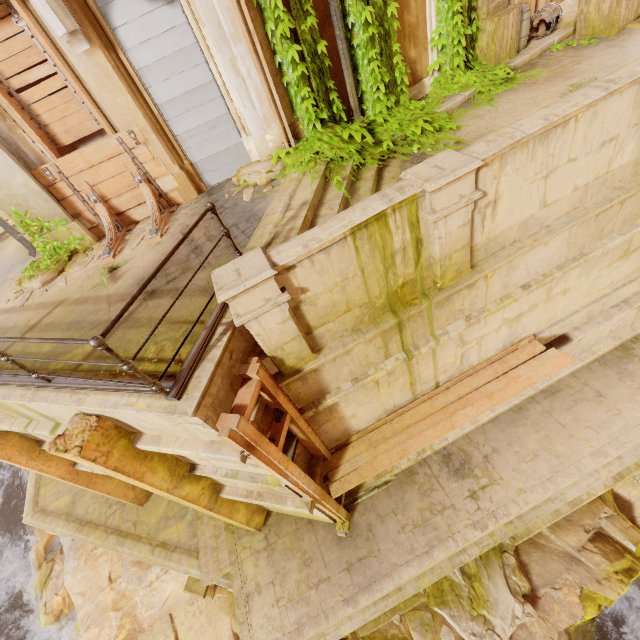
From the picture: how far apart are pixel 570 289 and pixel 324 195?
4.61m

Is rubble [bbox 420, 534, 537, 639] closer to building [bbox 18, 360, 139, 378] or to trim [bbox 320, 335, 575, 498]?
building [bbox 18, 360, 139, 378]

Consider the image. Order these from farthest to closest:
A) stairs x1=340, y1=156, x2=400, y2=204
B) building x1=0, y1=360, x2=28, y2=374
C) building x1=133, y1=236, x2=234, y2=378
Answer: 1. stairs x1=340, y1=156, x2=400, y2=204
2. building x1=0, y1=360, x2=28, y2=374
3. building x1=133, y1=236, x2=234, y2=378

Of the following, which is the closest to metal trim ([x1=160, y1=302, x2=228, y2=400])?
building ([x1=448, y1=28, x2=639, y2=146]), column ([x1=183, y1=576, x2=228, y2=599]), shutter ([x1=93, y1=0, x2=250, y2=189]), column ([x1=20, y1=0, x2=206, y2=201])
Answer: building ([x1=448, y1=28, x2=639, y2=146])

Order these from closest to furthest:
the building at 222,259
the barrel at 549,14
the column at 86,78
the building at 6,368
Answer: the building at 222,259 → the building at 6,368 → the column at 86,78 → the barrel at 549,14

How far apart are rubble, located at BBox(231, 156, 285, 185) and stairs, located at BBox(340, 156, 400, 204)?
0.7m

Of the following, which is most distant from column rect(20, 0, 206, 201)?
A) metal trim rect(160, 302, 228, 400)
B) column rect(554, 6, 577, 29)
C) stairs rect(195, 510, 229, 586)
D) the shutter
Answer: column rect(554, 6, 577, 29)

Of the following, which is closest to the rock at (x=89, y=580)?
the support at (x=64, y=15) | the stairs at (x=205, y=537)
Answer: the stairs at (x=205, y=537)
